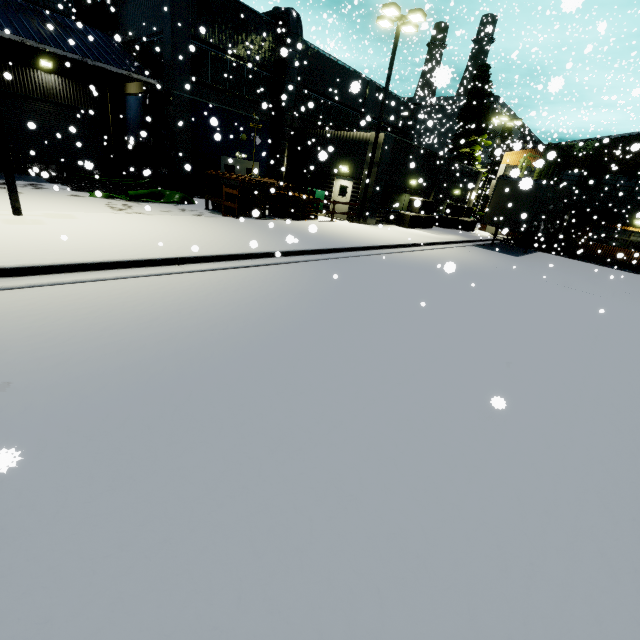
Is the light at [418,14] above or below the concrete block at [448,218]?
above

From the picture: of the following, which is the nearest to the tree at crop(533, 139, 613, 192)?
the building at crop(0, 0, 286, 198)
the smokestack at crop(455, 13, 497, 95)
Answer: the building at crop(0, 0, 286, 198)

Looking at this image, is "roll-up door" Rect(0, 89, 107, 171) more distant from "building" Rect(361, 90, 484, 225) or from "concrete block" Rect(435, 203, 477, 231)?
"concrete block" Rect(435, 203, 477, 231)

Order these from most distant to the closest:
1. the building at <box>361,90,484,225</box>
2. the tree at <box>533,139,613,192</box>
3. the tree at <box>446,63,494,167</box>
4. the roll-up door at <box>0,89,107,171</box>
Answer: the tree at <box>446,63,494,167</box>
the tree at <box>533,139,613,192</box>
the building at <box>361,90,484,225</box>
the roll-up door at <box>0,89,107,171</box>

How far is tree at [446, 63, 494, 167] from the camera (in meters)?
29.88

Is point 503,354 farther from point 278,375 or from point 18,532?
point 18,532

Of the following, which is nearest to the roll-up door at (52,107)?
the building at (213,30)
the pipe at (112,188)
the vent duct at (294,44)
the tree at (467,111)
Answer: the building at (213,30)

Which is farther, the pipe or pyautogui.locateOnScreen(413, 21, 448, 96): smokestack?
pyautogui.locateOnScreen(413, 21, 448, 96): smokestack
